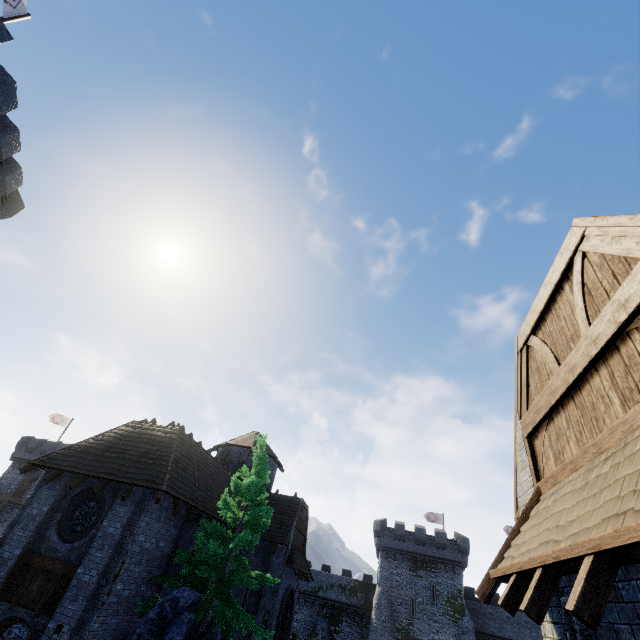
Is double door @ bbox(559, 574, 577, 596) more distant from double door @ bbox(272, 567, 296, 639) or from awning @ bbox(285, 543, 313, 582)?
double door @ bbox(272, 567, 296, 639)

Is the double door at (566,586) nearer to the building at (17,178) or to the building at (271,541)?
the building at (271,541)

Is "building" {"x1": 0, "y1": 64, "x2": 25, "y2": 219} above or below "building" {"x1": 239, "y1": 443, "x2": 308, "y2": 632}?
above

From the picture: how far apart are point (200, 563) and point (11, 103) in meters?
22.0 m

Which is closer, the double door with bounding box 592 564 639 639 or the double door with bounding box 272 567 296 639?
the double door with bounding box 592 564 639 639

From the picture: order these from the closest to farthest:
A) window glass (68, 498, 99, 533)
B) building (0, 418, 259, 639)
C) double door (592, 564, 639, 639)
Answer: double door (592, 564, 639, 639)
building (0, 418, 259, 639)
window glass (68, 498, 99, 533)

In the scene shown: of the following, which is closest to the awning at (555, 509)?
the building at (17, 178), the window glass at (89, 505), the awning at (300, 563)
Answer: → the window glass at (89, 505)

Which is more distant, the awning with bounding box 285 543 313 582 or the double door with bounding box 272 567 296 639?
the awning with bounding box 285 543 313 582
